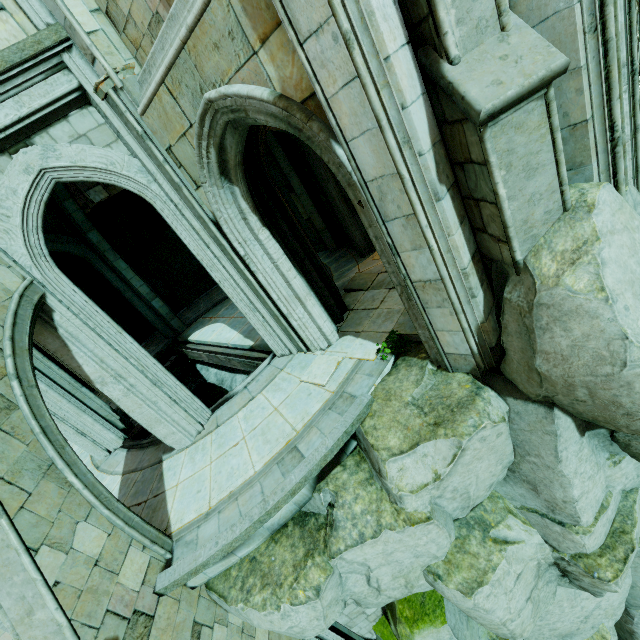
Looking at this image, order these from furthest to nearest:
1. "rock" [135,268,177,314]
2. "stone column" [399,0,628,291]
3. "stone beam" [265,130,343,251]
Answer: "rock" [135,268,177,314] < "stone beam" [265,130,343,251] < "stone column" [399,0,628,291]

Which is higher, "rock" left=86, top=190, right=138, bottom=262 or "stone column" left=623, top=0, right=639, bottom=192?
"rock" left=86, top=190, right=138, bottom=262

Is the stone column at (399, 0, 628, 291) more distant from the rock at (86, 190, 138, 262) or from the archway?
the rock at (86, 190, 138, 262)

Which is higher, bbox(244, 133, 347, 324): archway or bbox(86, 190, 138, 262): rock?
bbox(86, 190, 138, 262): rock

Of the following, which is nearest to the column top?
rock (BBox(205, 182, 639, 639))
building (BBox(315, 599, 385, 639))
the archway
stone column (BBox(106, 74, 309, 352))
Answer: stone column (BBox(106, 74, 309, 352))

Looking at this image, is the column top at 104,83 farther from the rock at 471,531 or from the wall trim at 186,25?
the rock at 471,531

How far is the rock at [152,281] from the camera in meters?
17.0 m

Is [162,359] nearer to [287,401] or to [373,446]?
[287,401]
